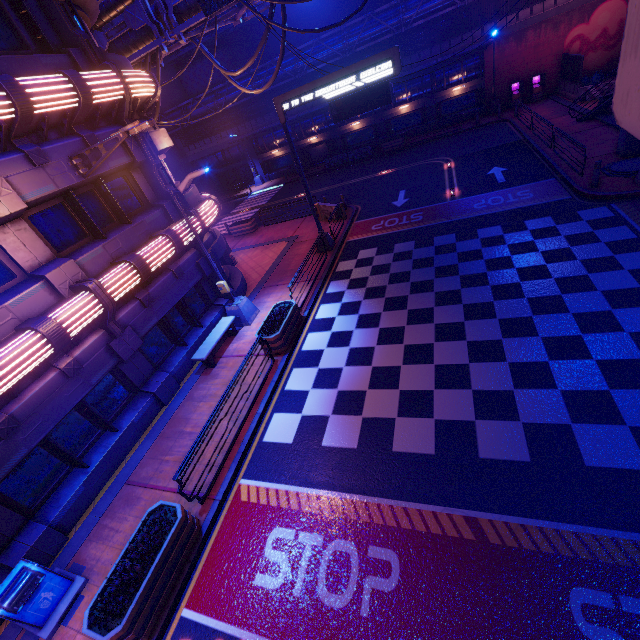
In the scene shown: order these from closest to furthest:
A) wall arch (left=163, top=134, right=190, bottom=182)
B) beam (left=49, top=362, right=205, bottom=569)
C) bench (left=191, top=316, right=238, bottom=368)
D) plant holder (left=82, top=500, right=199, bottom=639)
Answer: plant holder (left=82, top=500, right=199, bottom=639), beam (left=49, top=362, right=205, bottom=569), bench (left=191, top=316, right=238, bottom=368), wall arch (left=163, top=134, right=190, bottom=182)

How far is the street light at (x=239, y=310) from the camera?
10.52m

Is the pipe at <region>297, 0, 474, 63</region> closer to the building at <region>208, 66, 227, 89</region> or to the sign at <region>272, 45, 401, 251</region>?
the building at <region>208, 66, 227, 89</region>

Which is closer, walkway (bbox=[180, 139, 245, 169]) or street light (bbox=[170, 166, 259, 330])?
street light (bbox=[170, 166, 259, 330])

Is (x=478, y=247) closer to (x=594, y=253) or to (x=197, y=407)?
(x=594, y=253)

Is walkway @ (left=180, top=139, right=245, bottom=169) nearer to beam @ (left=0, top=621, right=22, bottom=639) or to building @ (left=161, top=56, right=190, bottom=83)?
building @ (left=161, top=56, right=190, bottom=83)

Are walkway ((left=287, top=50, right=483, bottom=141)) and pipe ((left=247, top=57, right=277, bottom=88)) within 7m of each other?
yes

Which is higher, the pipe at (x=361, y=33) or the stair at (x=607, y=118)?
the pipe at (x=361, y=33)
